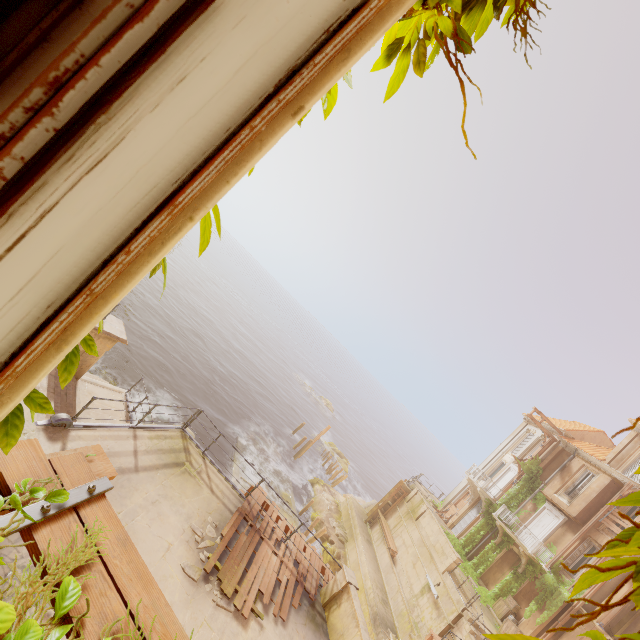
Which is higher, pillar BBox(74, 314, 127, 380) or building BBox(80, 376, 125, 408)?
pillar BBox(74, 314, 127, 380)

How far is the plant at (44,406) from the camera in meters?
1.0 m

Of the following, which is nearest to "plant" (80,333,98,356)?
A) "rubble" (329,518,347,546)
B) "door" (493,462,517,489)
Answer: "door" (493,462,517,489)

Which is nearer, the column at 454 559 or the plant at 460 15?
the plant at 460 15

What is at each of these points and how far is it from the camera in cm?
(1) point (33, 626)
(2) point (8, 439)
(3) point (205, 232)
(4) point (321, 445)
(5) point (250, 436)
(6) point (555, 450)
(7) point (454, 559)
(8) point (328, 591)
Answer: (1) plant, 133
(2) plant, 98
(3) plant, 125
(4) rock, 4872
(5) rock, 3250
(6) column, 2647
(7) column, 2078
(8) column, 1041

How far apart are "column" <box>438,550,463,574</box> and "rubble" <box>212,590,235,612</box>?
18.82m

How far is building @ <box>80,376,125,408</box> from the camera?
12.1m

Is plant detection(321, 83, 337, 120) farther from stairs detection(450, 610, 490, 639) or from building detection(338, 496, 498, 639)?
stairs detection(450, 610, 490, 639)
